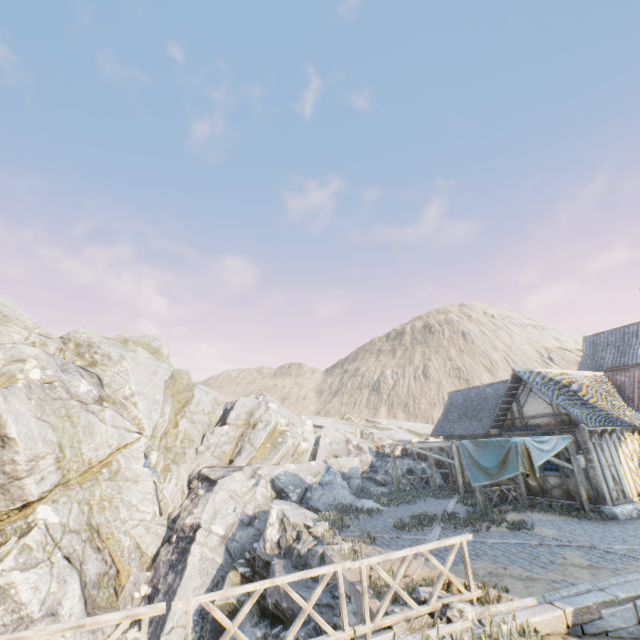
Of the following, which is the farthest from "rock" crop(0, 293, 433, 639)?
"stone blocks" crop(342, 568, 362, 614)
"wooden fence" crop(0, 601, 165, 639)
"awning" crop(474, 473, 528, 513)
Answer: "awning" crop(474, 473, 528, 513)

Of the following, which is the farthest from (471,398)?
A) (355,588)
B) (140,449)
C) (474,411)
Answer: (140,449)

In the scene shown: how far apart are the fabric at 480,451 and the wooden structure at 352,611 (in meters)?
7.74

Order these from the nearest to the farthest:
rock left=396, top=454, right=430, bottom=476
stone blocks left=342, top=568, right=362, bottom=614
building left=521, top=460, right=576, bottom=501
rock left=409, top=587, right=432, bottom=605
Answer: rock left=409, top=587, right=432, bottom=605, stone blocks left=342, top=568, right=362, bottom=614, building left=521, top=460, right=576, bottom=501, rock left=396, top=454, right=430, bottom=476

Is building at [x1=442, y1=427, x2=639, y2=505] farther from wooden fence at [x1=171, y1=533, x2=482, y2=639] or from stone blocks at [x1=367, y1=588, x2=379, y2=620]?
wooden fence at [x1=171, y1=533, x2=482, y2=639]

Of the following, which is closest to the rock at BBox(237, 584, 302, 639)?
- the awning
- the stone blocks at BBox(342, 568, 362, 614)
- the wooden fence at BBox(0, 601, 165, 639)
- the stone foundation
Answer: the stone blocks at BBox(342, 568, 362, 614)

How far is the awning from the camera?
14.6m

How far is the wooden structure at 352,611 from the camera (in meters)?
7.01
